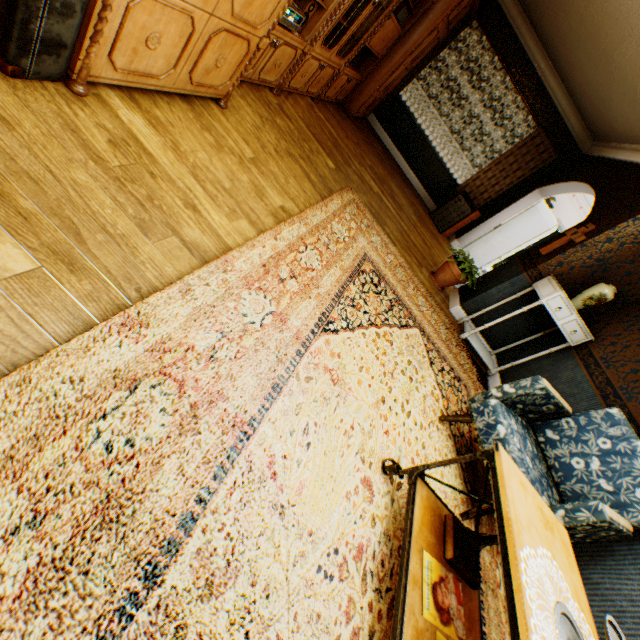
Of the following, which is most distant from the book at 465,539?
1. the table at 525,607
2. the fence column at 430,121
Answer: the fence column at 430,121

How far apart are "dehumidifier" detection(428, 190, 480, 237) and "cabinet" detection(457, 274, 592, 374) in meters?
3.3 m

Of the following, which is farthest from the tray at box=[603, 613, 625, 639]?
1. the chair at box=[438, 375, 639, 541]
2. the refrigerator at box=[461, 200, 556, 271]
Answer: the refrigerator at box=[461, 200, 556, 271]

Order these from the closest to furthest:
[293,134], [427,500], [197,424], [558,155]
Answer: [197,424] < [427,500] < [293,134] < [558,155]

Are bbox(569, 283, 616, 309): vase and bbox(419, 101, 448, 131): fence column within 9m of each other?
no

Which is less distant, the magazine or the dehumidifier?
the magazine

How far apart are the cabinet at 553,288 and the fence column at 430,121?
20.5m

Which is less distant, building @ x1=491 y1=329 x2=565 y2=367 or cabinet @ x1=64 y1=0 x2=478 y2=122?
cabinet @ x1=64 y1=0 x2=478 y2=122
